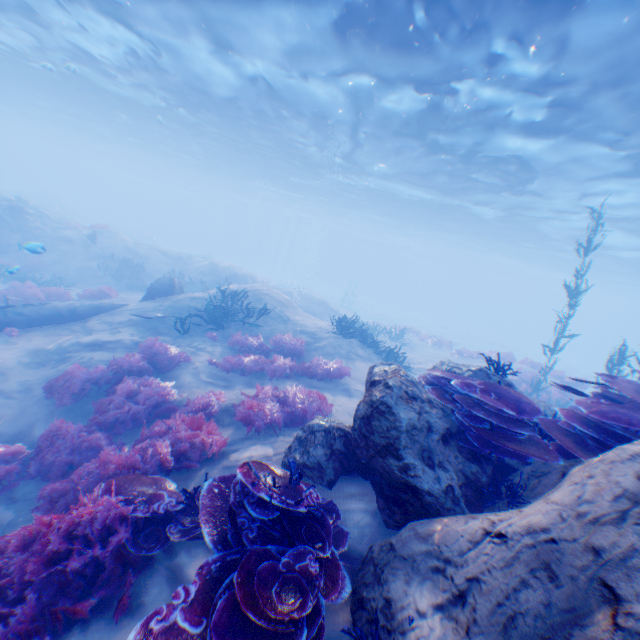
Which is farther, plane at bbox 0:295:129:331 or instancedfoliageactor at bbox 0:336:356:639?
plane at bbox 0:295:129:331

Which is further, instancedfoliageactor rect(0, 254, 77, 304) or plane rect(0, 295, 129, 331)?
instancedfoliageactor rect(0, 254, 77, 304)

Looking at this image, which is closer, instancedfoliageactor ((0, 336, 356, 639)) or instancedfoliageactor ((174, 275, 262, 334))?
instancedfoliageactor ((0, 336, 356, 639))

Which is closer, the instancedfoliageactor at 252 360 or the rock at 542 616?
the rock at 542 616

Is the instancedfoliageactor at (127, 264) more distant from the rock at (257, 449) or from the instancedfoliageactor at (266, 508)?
the instancedfoliageactor at (266, 508)

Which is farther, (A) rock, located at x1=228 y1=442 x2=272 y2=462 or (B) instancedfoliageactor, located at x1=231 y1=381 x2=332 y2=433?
(B) instancedfoliageactor, located at x1=231 y1=381 x2=332 y2=433

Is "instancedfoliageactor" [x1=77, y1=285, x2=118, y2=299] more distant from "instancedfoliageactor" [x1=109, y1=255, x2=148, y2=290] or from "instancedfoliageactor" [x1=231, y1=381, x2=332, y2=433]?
"instancedfoliageactor" [x1=231, y1=381, x2=332, y2=433]

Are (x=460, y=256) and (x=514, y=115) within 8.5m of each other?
no
